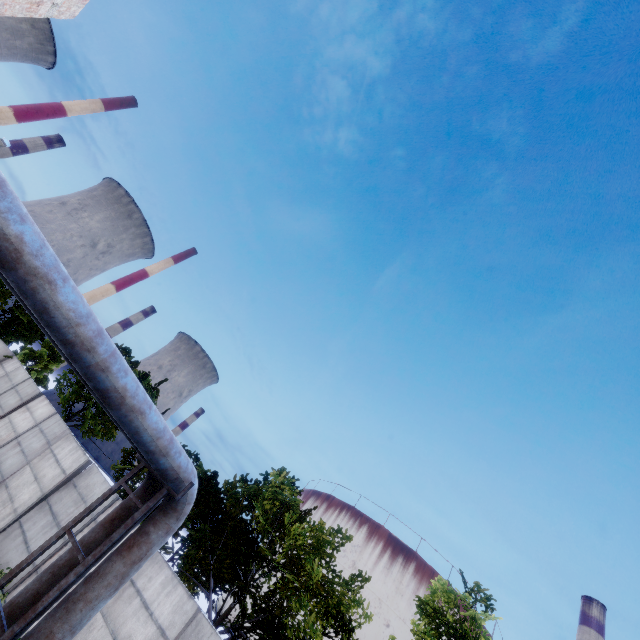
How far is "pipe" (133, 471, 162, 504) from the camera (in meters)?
6.66

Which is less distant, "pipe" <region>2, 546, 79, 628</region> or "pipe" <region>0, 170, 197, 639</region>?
"pipe" <region>0, 170, 197, 639</region>

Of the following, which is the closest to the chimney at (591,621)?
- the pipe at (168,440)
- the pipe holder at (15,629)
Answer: the pipe at (168,440)

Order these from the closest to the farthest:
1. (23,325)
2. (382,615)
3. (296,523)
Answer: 1. (296,523)
2. (23,325)
3. (382,615)

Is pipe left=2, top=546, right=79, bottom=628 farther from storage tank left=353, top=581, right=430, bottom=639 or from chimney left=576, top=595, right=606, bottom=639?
storage tank left=353, top=581, right=430, bottom=639

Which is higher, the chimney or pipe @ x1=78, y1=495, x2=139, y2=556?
the chimney

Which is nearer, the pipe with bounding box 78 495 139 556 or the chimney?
the pipe with bounding box 78 495 139 556

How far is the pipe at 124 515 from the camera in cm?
603
